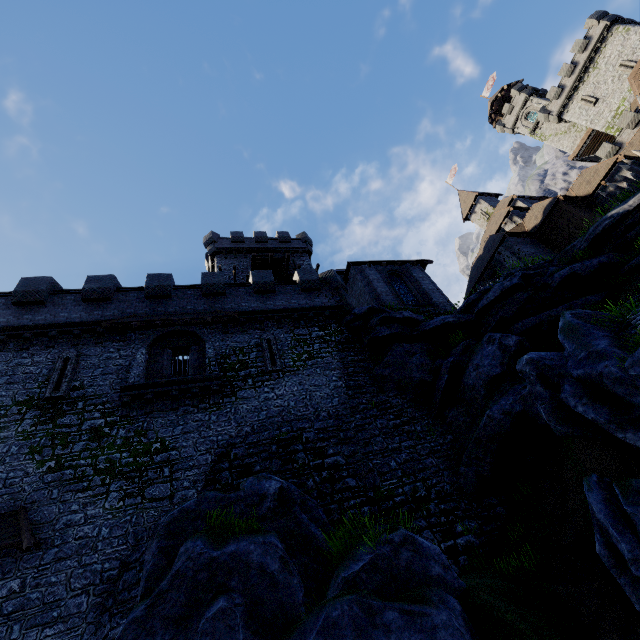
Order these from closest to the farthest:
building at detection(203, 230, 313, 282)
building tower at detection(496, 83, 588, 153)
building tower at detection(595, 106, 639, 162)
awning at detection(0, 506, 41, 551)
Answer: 1. awning at detection(0, 506, 41, 551)
2. building at detection(203, 230, 313, 282)
3. building tower at detection(595, 106, 639, 162)
4. building tower at detection(496, 83, 588, 153)

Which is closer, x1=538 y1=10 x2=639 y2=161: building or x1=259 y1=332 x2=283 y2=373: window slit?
x1=259 y1=332 x2=283 y2=373: window slit

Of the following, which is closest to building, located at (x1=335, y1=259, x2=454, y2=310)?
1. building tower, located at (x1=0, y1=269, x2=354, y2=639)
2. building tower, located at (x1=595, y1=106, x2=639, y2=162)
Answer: building tower, located at (x1=0, y1=269, x2=354, y2=639)

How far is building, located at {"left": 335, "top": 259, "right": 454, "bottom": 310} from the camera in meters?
22.0 m

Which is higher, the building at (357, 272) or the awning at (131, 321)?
the building at (357, 272)

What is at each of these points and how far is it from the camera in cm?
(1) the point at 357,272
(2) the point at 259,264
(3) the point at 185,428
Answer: (1) building, 2384
(2) wooden platform, 2972
(3) building tower, 1339

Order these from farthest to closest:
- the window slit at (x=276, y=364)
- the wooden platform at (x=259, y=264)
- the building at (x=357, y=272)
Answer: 1. the wooden platform at (x=259, y=264)
2. the building at (x=357, y=272)
3. the window slit at (x=276, y=364)

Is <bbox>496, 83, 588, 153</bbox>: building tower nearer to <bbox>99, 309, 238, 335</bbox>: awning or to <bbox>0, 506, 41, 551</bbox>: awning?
<bbox>99, 309, 238, 335</bbox>: awning
